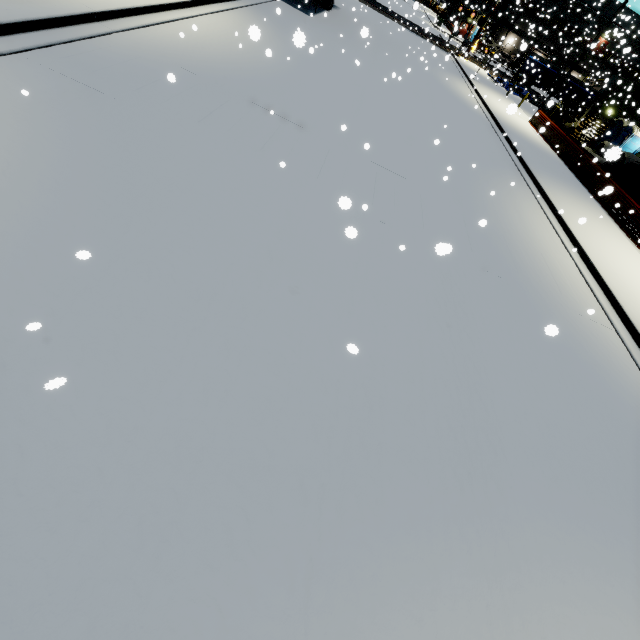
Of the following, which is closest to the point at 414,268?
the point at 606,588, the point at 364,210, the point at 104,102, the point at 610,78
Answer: the point at 364,210

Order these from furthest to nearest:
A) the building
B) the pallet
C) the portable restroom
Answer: A: the pallet → the building → the portable restroom

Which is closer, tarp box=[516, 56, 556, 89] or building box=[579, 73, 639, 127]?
building box=[579, 73, 639, 127]

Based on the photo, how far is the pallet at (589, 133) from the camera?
28.2 meters

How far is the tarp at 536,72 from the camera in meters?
36.9

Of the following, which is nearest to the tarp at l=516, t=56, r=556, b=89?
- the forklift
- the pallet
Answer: the forklift

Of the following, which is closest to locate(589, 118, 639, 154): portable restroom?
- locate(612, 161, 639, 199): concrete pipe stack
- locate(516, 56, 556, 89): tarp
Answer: locate(612, 161, 639, 199): concrete pipe stack

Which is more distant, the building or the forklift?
the forklift
